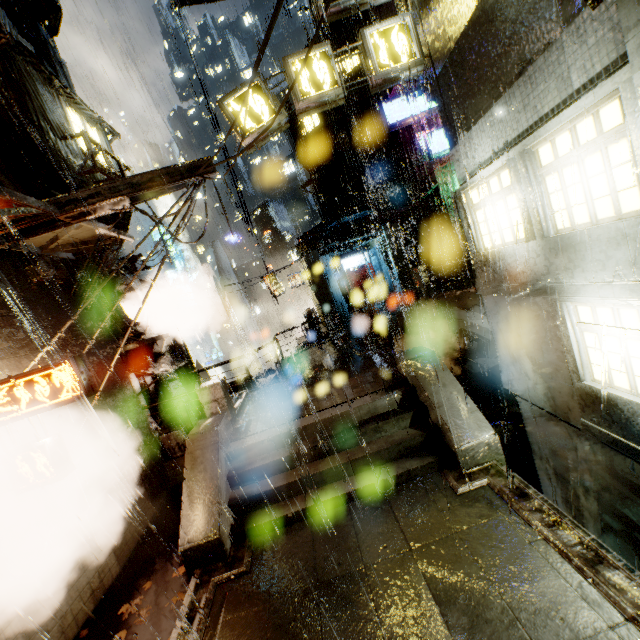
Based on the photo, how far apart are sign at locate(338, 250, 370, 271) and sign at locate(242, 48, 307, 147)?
19.0 meters

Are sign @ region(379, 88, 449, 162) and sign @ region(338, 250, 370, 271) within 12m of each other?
yes

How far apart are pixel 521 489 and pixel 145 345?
12.70m

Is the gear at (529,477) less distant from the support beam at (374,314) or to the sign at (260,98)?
the support beam at (374,314)

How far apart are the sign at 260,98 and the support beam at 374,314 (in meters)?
7.66

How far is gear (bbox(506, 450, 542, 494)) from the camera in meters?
11.9

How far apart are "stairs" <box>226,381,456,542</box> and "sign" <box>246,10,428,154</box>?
7.67m

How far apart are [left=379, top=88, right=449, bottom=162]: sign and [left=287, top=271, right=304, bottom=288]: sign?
13.0m
